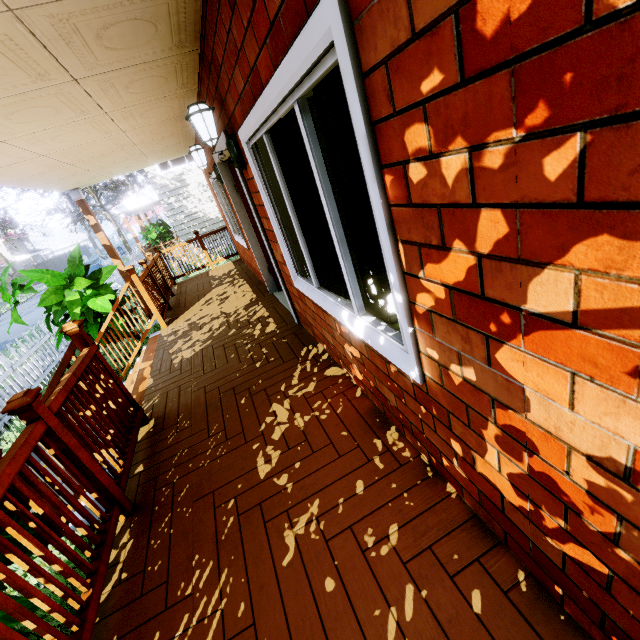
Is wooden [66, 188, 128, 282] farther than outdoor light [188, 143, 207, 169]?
Yes

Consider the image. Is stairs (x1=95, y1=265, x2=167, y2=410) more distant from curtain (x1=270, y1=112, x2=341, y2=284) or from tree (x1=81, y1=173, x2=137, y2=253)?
tree (x1=81, y1=173, x2=137, y2=253)

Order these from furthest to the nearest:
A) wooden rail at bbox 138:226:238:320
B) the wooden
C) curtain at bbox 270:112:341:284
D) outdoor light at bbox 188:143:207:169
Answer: the wooden < wooden rail at bbox 138:226:238:320 < outdoor light at bbox 188:143:207:169 < curtain at bbox 270:112:341:284

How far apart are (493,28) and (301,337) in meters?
3.3 m

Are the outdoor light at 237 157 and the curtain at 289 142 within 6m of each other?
yes

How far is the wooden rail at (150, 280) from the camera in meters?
5.9

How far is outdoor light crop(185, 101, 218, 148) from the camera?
2.7 meters

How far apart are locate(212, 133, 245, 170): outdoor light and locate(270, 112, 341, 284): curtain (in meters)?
0.52
